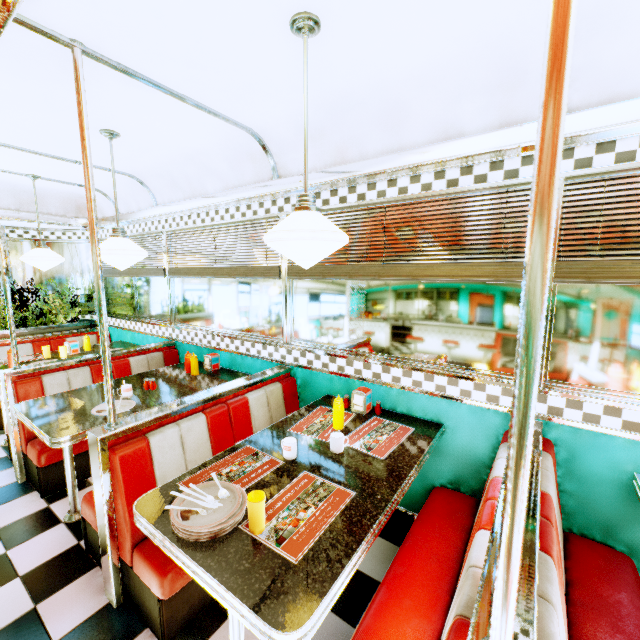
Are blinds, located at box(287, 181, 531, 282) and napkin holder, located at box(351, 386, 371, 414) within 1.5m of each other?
yes

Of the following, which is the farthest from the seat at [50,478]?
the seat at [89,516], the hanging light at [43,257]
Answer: the hanging light at [43,257]

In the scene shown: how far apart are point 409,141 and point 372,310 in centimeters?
121cm

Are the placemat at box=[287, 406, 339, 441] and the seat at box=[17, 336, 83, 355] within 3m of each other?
no

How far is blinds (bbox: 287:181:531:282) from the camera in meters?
1.9 m

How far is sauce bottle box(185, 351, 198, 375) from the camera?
3.4m

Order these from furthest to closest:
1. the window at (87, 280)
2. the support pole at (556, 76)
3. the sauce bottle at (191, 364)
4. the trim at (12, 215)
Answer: the window at (87, 280) → the trim at (12, 215) → the sauce bottle at (191, 364) → the support pole at (556, 76)

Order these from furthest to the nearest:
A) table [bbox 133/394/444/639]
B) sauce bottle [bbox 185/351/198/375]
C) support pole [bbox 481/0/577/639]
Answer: sauce bottle [bbox 185/351/198/375], table [bbox 133/394/444/639], support pole [bbox 481/0/577/639]
